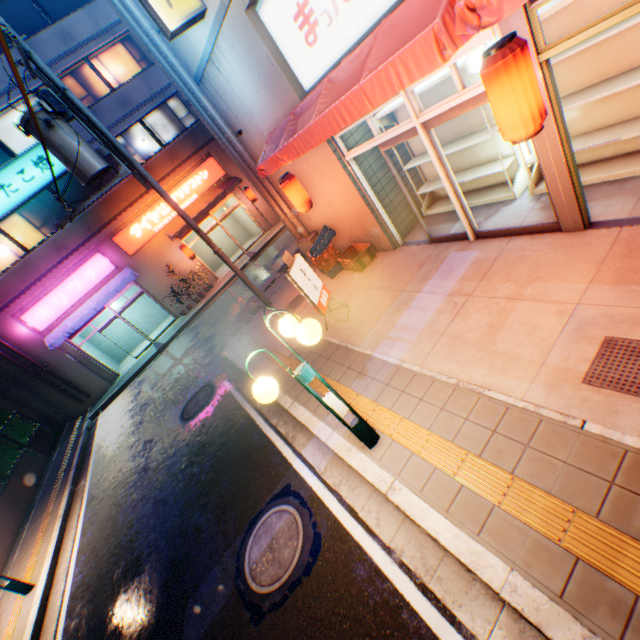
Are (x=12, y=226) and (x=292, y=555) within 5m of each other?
no

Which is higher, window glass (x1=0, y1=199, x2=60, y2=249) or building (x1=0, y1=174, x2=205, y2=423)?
window glass (x1=0, y1=199, x2=60, y2=249)

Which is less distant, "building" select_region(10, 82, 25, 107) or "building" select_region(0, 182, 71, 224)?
"building" select_region(10, 82, 25, 107)

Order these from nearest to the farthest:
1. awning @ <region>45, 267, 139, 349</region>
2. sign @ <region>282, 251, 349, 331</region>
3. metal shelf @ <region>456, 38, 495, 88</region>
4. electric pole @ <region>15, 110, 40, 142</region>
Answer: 1. metal shelf @ <region>456, 38, 495, 88</region>
2. sign @ <region>282, 251, 349, 331</region>
3. electric pole @ <region>15, 110, 40, 142</region>
4. awning @ <region>45, 267, 139, 349</region>

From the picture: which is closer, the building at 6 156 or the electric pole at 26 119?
the electric pole at 26 119

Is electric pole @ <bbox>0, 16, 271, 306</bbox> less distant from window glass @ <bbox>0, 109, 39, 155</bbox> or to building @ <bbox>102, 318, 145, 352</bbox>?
building @ <bbox>102, 318, 145, 352</bbox>

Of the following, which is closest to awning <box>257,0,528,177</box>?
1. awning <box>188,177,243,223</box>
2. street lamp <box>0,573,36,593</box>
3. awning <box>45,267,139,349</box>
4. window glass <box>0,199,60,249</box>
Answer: street lamp <box>0,573,36,593</box>

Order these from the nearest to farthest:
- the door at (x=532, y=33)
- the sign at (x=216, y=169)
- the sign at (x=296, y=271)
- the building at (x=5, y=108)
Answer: the door at (x=532, y=33) < the sign at (x=296, y=271) < the building at (x=5, y=108) < the sign at (x=216, y=169)
